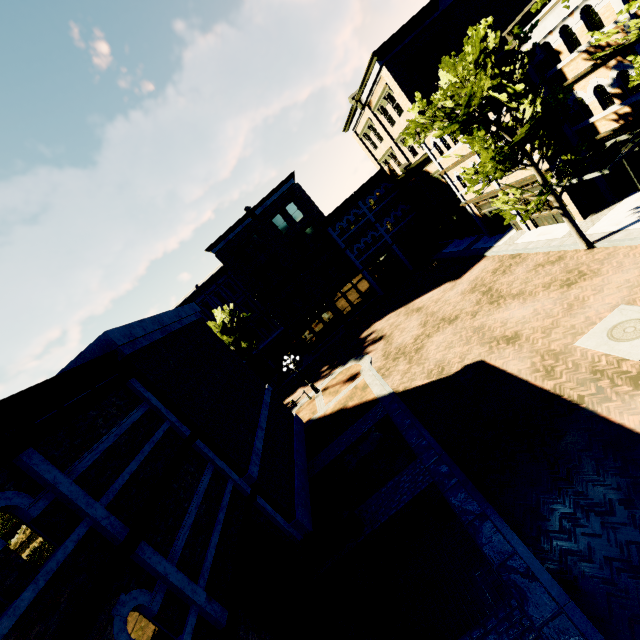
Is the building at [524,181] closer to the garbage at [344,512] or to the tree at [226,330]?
the tree at [226,330]

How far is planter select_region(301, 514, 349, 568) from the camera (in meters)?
10.52

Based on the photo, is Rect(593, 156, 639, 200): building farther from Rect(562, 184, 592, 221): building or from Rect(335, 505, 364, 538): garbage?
Rect(335, 505, 364, 538): garbage

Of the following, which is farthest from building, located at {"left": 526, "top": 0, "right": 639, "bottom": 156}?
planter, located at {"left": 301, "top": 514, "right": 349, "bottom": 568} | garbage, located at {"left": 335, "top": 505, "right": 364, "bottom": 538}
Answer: planter, located at {"left": 301, "top": 514, "right": 349, "bottom": 568}

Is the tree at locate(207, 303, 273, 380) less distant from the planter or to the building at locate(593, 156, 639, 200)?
the building at locate(593, 156, 639, 200)

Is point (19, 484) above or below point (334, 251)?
above

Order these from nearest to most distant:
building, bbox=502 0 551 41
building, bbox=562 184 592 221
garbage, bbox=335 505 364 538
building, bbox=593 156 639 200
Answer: garbage, bbox=335 505 364 538 < building, bbox=502 0 551 41 < building, bbox=593 156 639 200 < building, bbox=562 184 592 221
